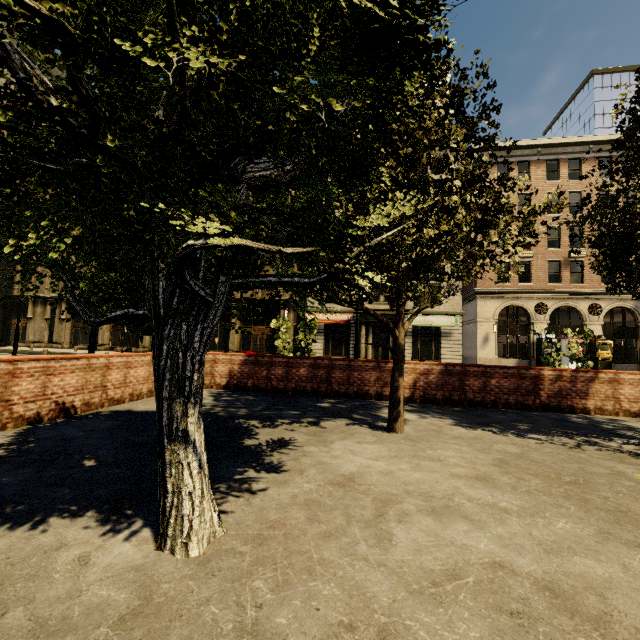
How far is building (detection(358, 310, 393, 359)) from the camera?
28.55m

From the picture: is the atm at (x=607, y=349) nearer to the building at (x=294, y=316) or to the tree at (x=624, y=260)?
the building at (x=294, y=316)

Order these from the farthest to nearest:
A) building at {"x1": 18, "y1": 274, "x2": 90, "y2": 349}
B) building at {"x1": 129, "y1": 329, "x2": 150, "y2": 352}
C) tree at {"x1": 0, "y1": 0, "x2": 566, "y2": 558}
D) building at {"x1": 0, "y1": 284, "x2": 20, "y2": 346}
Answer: building at {"x1": 0, "y1": 284, "x2": 20, "y2": 346}, building at {"x1": 18, "y1": 274, "x2": 90, "y2": 349}, building at {"x1": 129, "y1": 329, "x2": 150, "y2": 352}, tree at {"x1": 0, "y1": 0, "x2": 566, "y2": 558}

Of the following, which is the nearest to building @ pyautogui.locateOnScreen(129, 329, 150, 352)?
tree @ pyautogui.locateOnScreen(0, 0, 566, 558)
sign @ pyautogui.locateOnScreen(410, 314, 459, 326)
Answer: sign @ pyautogui.locateOnScreen(410, 314, 459, 326)

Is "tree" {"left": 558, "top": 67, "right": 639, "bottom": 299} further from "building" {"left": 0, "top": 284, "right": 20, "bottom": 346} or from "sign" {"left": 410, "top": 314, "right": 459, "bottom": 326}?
"sign" {"left": 410, "top": 314, "right": 459, "bottom": 326}

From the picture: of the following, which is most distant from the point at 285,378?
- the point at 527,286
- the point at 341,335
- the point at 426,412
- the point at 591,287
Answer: the point at 591,287

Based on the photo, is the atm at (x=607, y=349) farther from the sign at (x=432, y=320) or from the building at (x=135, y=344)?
the sign at (x=432, y=320)
